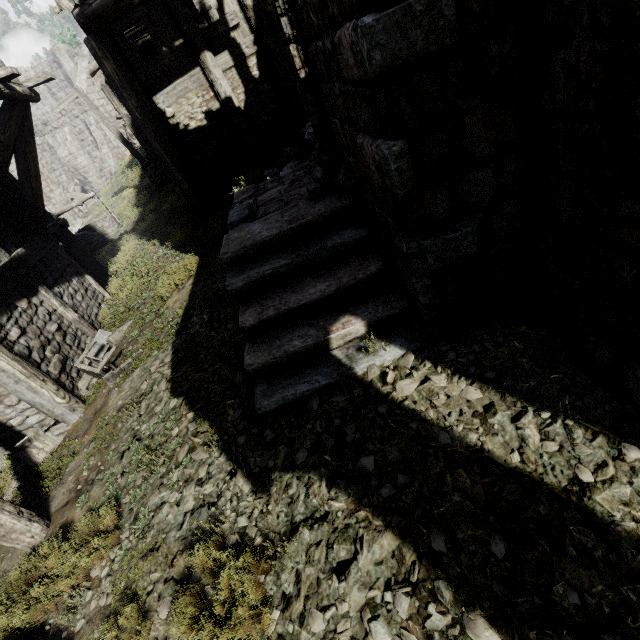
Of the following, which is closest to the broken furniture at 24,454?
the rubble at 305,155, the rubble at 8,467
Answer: the rubble at 8,467

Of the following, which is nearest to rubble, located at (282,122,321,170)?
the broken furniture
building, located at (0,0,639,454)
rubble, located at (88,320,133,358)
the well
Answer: building, located at (0,0,639,454)

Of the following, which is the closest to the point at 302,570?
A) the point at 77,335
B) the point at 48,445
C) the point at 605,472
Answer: the point at 605,472

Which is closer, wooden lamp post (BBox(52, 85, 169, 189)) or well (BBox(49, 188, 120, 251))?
wooden lamp post (BBox(52, 85, 169, 189))

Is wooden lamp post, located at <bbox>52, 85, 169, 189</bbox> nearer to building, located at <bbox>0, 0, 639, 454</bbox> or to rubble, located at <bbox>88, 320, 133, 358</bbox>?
building, located at <bbox>0, 0, 639, 454</bbox>

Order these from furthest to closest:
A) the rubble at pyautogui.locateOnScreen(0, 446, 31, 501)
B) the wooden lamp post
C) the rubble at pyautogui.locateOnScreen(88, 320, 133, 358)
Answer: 1. the wooden lamp post
2. the rubble at pyautogui.locateOnScreen(88, 320, 133, 358)
3. the rubble at pyautogui.locateOnScreen(0, 446, 31, 501)

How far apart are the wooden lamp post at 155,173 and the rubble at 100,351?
10.7m

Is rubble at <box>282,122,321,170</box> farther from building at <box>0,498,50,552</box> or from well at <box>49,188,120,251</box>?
well at <box>49,188,120,251</box>
